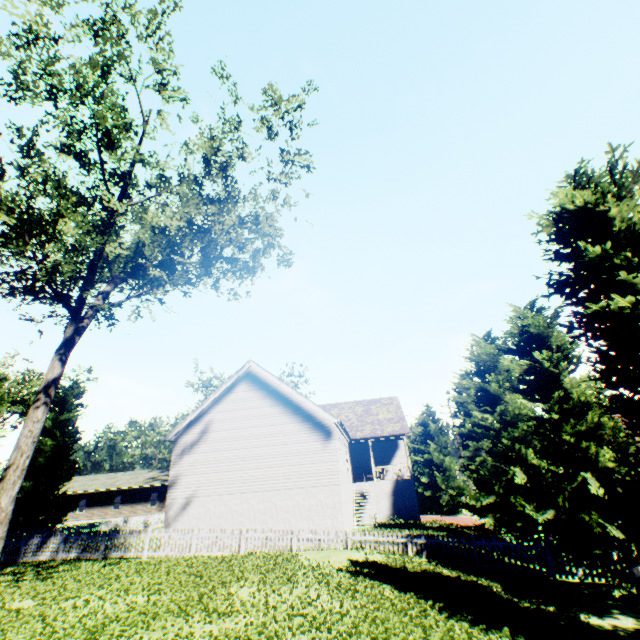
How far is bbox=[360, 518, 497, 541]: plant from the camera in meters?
16.9 m

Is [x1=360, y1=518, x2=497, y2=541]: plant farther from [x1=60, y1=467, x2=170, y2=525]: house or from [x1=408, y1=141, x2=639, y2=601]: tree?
[x1=60, y1=467, x2=170, y2=525]: house

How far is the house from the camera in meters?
40.5 m

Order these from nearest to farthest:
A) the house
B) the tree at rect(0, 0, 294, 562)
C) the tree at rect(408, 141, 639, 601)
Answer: the tree at rect(408, 141, 639, 601) → the tree at rect(0, 0, 294, 562) → the house

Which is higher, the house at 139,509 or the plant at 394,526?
the house at 139,509

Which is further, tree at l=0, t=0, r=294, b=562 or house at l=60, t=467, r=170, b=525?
house at l=60, t=467, r=170, b=525

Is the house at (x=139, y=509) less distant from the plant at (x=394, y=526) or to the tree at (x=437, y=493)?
the tree at (x=437, y=493)

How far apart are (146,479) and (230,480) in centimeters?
3225cm
